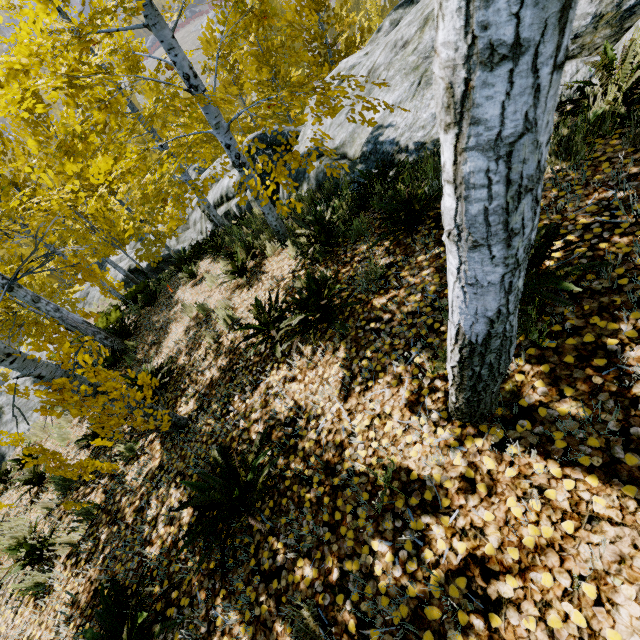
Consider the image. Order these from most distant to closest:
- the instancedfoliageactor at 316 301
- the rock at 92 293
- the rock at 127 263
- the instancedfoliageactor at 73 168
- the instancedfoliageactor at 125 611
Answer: the rock at 92 293 < the rock at 127 263 < the instancedfoliageactor at 316 301 < the instancedfoliageactor at 125 611 < the instancedfoliageactor at 73 168

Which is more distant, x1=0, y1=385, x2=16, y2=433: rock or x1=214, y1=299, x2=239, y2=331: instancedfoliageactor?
x1=0, y1=385, x2=16, y2=433: rock

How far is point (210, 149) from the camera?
9.2 meters

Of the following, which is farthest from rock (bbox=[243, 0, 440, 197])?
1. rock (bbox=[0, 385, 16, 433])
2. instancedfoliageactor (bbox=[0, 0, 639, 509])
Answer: rock (bbox=[0, 385, 16, 433])

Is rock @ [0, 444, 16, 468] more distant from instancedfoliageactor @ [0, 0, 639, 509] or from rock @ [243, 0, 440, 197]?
rock @ [243, 0, 440, 197]

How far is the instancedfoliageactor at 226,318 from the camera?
4.98m
